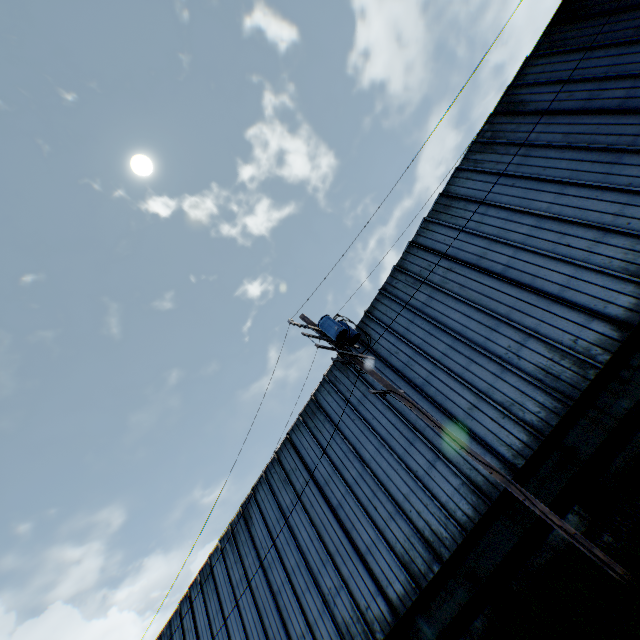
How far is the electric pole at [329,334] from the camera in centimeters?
598cm

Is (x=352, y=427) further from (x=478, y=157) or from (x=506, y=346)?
(x=478, y=157)

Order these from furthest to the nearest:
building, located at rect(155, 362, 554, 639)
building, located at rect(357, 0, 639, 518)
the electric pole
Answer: building, located at rect(155, 362, 554, 639) < building, located at rect(357, 0, 639, 518) < the electric pole

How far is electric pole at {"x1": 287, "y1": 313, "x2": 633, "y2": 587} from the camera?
6.0m

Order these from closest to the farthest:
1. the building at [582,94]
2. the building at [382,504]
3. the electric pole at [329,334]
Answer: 1. the electric pole at [329,334]
2. the building at [582,94]
3. the building at [382,504]

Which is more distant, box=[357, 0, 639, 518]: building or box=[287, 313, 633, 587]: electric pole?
box=[357, 0, 639, 518]: building

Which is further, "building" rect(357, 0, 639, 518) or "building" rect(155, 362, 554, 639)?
"building" rect(155, 362, 554, 639)
